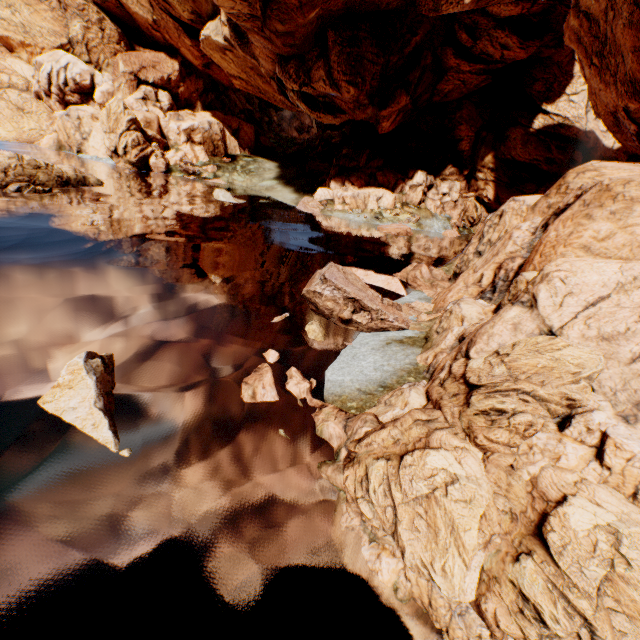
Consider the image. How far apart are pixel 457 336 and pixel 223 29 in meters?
49.5

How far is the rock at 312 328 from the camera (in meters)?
13.77

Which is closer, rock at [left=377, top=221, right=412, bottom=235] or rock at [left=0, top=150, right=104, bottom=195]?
rock at [left=0, top=150, right=104, bottom=195]

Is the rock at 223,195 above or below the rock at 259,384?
above

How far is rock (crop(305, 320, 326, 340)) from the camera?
13.8 meters

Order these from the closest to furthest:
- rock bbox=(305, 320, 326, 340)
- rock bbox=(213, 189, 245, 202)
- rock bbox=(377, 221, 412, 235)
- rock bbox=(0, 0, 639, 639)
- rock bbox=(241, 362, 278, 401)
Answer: rock bbox=(0, 0, 639, 639)
rock bbox=(241, 362, 278, 401)
rock bbox=(305, 320, 326, 340)
rock bbox=(377, 221, 412, 235)
rock bbox=(213, 189, 245, 202)

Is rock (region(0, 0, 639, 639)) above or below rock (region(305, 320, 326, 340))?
above
